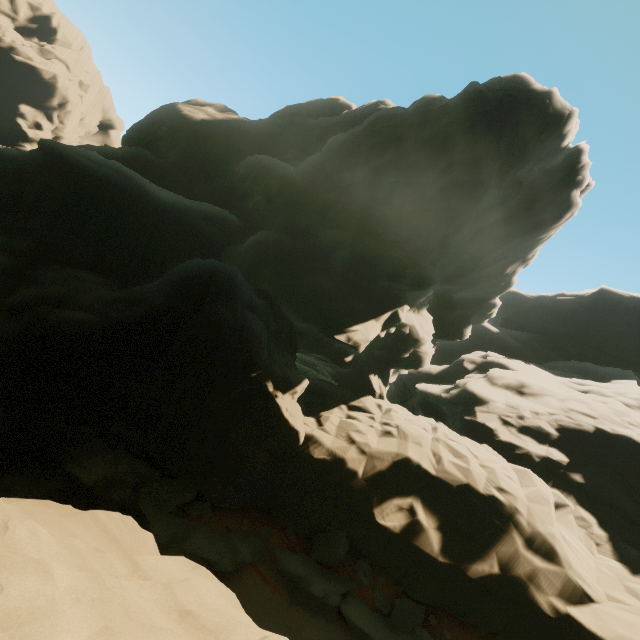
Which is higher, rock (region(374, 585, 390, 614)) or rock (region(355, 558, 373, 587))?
rock (region(355, 558, 373, 587))

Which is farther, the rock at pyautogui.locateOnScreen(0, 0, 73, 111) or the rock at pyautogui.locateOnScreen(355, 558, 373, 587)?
the rock at pyautogui.locateOnScreen(0, 0, 73, 111)

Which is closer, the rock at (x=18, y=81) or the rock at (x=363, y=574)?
the rock at (x=363, y=574)

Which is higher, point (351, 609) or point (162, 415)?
point (162, 415)

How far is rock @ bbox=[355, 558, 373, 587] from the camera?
12.67m
